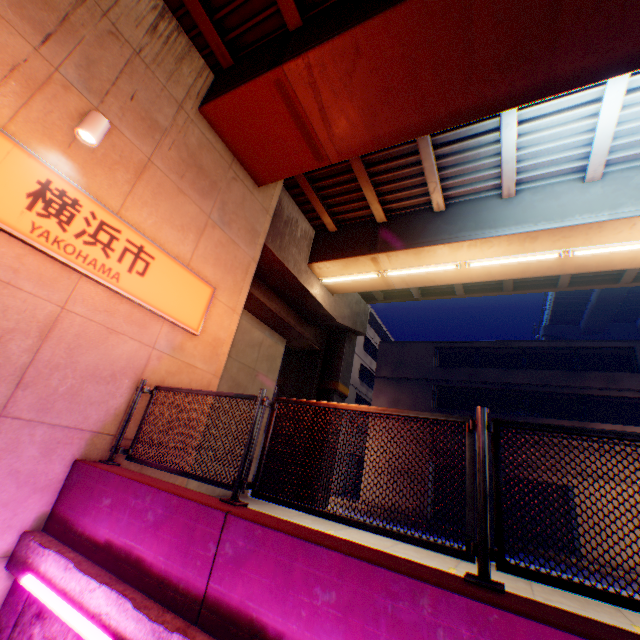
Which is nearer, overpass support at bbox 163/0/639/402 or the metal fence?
the metal fence

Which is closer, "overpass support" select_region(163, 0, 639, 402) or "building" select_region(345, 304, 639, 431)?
"overpass support" select_region(163, 0, 639, 402)

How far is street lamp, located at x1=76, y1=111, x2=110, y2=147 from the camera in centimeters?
449cm

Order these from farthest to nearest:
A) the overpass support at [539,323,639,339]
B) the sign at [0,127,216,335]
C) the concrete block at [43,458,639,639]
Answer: the overpass support at [539,323,639,339] < the sign at [0,127,216,335] < the concrete block at [43,458,639,639]

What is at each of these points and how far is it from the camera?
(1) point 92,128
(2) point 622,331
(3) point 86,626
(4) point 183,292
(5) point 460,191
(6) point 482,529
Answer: (1) street lamp, 4.52m
(2) overpass support, 39.44m
(3) street lamp, 2.87m
(4) sign, 6.10m
(5) overpass support, 9.01m
(6) metal fence, 2.48m

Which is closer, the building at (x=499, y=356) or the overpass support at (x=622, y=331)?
the building at (x=499, y=356)

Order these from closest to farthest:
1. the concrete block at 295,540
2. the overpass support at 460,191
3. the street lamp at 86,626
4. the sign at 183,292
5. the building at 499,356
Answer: the concrete block at 295,540, the street lamp at 86,626, the sign at 183,292, the overpass support at 460,191, the building at 499,356

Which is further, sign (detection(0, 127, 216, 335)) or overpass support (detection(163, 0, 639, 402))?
overpass support (detection(163, 0, 639, 402))
